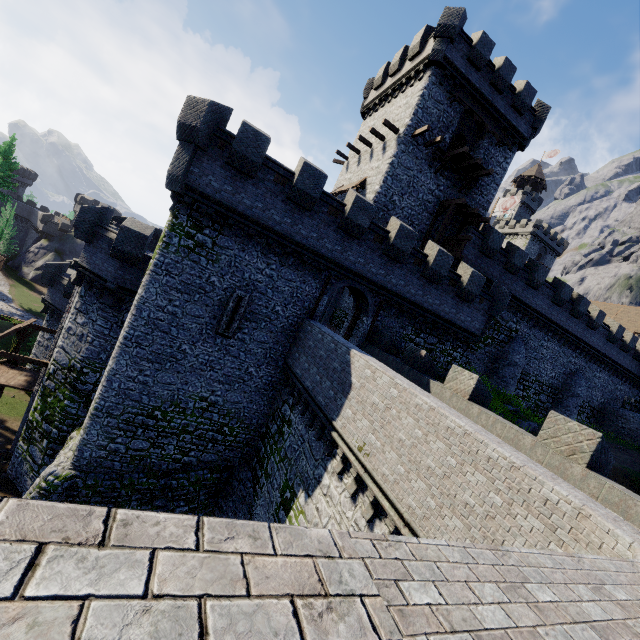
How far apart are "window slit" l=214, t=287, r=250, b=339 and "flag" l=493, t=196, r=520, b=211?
41.28m

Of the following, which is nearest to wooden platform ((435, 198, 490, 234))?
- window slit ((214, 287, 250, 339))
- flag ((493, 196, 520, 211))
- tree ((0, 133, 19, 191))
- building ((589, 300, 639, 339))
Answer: window slit ((214, 287, 250, 339))

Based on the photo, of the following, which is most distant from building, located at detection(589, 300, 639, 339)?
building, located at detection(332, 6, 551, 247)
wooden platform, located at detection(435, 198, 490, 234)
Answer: wooden platform, located at detection(435, 198, 490, 234)

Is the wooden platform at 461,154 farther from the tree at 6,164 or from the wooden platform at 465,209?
the tree at 6,164

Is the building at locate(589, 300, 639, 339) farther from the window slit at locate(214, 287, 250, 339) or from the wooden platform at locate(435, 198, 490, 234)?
the window slit at locate(214, 287, 250, 339)

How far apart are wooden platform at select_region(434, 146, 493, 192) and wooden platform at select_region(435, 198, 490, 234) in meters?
1.3 m

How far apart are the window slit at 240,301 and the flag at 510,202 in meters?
41.3

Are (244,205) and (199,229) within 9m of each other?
yes
